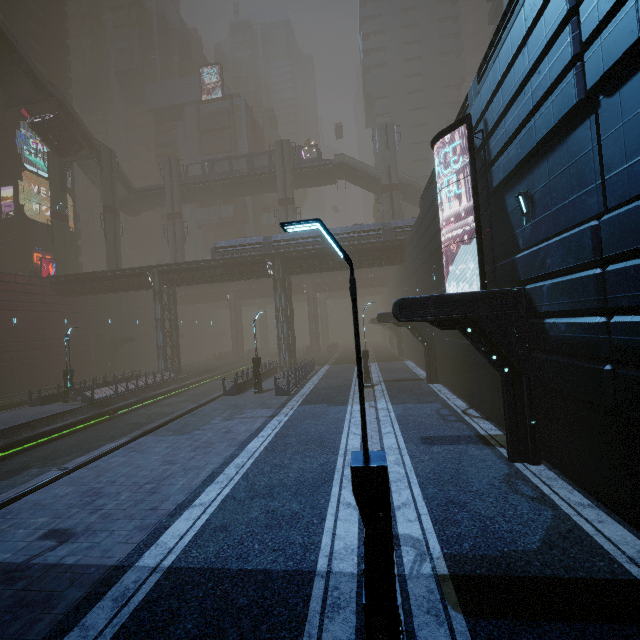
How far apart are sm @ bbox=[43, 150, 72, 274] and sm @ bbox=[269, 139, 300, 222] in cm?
2821

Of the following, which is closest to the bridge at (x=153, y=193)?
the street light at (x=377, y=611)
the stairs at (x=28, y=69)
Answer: the stairs at (x=28, y=69)

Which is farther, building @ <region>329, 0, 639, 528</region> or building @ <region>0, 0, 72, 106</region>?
building @ <region>0, 0, 72, 106</region>

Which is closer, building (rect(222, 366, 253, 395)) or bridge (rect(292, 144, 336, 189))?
building (rect(222, 366, 253, 395))

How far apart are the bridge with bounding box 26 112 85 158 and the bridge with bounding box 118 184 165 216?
7.78m

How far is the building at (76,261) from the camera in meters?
51.0 m

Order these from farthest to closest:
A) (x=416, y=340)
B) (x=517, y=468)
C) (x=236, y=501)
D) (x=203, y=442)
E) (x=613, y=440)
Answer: (x=416, y=340) < (x=203, y=442) < (x=517, y=468) < (x=236, y=501) < (x=613, y=440)
